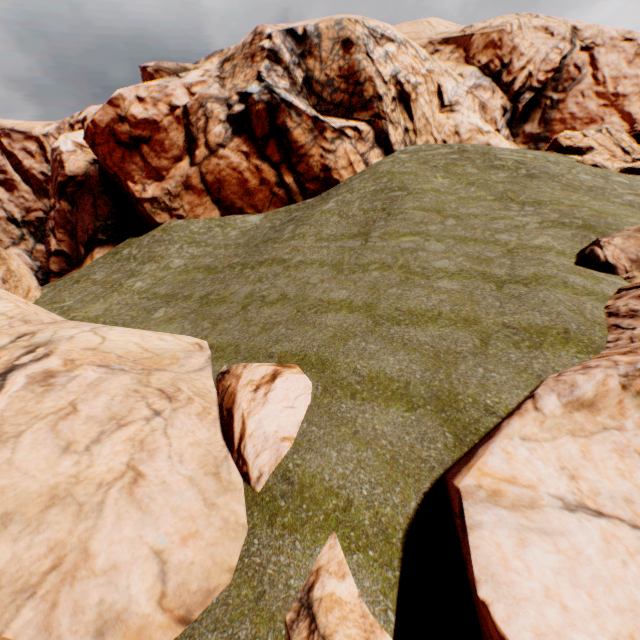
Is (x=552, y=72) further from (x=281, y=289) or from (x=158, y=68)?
(x=158, y=68)

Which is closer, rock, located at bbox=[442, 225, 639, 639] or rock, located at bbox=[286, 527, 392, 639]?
rock, located at bbox=[442, 225, 639, 639]

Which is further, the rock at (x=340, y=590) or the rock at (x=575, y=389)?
the rock at (x=340, y=590)

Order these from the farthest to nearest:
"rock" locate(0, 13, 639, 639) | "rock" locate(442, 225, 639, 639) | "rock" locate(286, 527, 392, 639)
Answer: "rock" locate(0, 13, 639, 639) → "rock" locate(286, 527, 392, 639) → "rock" locate(442, 225, 639, 639)

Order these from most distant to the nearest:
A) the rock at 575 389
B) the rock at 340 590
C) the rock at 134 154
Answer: the rock at 134 154 → the rock at 340 590 → the rock at 575 389

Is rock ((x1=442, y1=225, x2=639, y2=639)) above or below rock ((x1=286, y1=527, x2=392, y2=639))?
above
